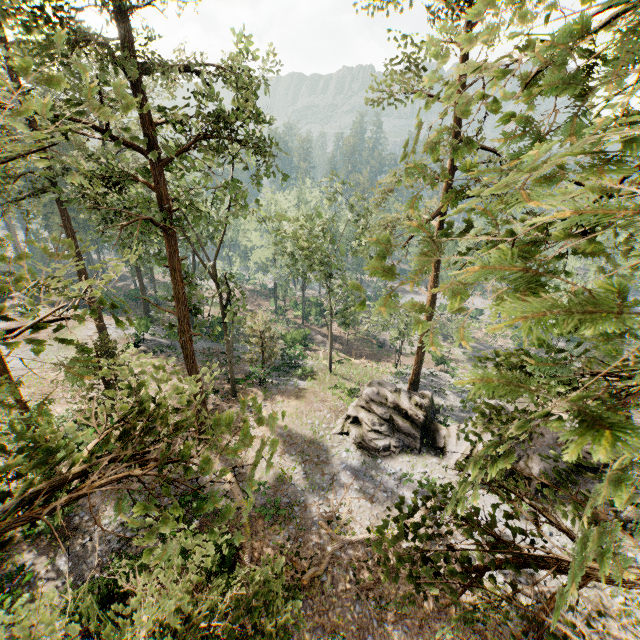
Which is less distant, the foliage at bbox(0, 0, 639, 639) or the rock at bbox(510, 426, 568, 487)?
the foliage at bbox(0, 0, 639, 639)

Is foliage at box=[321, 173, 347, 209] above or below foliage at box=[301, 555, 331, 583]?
above

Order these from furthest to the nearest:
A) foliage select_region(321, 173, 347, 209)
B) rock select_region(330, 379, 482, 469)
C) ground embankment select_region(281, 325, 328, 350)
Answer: ground embankment select_region(281, 325, 328, 350), foliage select_region(321, 173, 347, 209), rock select_region(330, 379, 482, 469)

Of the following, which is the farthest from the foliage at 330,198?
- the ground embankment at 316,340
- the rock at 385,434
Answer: the ground embankment at 316,340

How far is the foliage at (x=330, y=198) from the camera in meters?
30.8 m

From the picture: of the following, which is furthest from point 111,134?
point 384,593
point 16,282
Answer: point 384,593

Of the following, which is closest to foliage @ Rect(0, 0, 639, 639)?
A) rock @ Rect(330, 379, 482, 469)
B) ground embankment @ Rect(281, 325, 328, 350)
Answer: rock @ Rect(330, 379, 482, 469)
